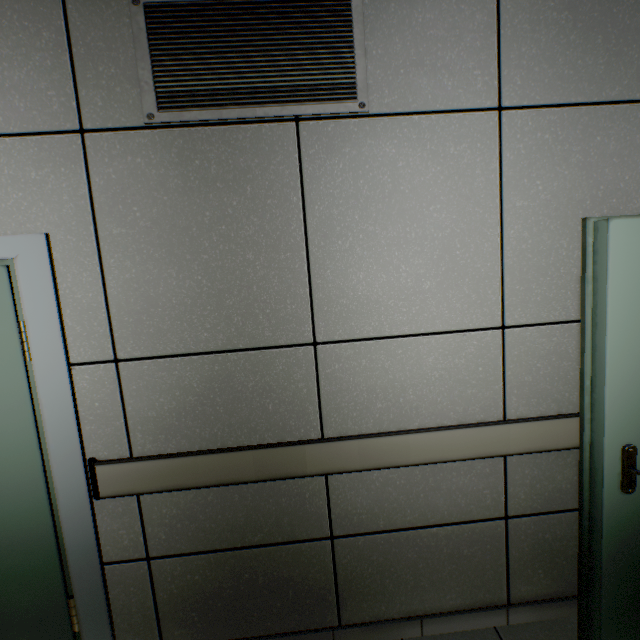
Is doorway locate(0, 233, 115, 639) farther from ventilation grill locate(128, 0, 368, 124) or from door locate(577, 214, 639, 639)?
door locate(577, 214, 639, 639)

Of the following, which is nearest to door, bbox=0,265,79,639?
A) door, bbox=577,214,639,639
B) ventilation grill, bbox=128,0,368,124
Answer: ventilation grill, bbox=128,0,368,124

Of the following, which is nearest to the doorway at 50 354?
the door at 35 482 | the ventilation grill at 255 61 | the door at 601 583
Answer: the door at 35 482

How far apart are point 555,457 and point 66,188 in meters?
2.7 m

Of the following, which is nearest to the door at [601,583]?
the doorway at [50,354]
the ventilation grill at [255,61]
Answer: the ventilation grill at [255,61]

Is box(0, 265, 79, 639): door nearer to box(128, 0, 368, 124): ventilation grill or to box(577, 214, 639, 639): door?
box(128, 0, 368, 124): ventilation grill

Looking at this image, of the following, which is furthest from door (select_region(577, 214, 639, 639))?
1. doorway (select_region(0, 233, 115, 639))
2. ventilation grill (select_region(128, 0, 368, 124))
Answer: doorway (select_region(0, 233, 115, 639))

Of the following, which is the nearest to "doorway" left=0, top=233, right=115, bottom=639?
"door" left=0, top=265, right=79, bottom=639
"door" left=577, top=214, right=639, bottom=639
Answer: "door" left=0, top=265, right=79, bottom=639
